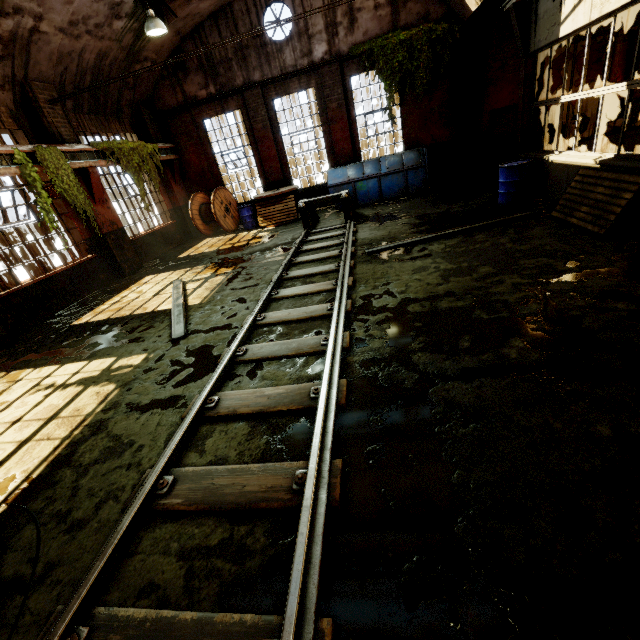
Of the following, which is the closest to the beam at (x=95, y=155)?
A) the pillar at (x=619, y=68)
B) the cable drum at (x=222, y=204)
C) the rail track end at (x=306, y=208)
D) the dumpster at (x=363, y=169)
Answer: the cable drum at (x=222, y=204)

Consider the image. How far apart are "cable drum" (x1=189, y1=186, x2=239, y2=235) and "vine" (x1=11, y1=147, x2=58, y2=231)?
5.76m

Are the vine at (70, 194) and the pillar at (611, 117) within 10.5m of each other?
no

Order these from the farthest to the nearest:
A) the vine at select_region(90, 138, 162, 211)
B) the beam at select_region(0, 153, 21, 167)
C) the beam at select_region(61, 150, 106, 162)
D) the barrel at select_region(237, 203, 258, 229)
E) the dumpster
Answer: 1. the barrel at select_region(237, 203, 258, 229)
2. the dumpster
3. the vine at select_region(90, 138, 162, 211)
4. the beam at select_region(61, 150, 106, 162)
5. the beam at select_region(0, 153, 21, 167)

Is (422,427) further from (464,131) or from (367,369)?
(464,131)

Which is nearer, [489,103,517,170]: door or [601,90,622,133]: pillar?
[601,90,622,133]: pillar

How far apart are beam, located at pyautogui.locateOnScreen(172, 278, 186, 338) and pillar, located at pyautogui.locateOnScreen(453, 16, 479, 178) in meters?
11.7

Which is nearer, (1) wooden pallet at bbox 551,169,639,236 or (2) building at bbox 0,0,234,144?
(1) wooden pallet at bbox 551,169,639,236
